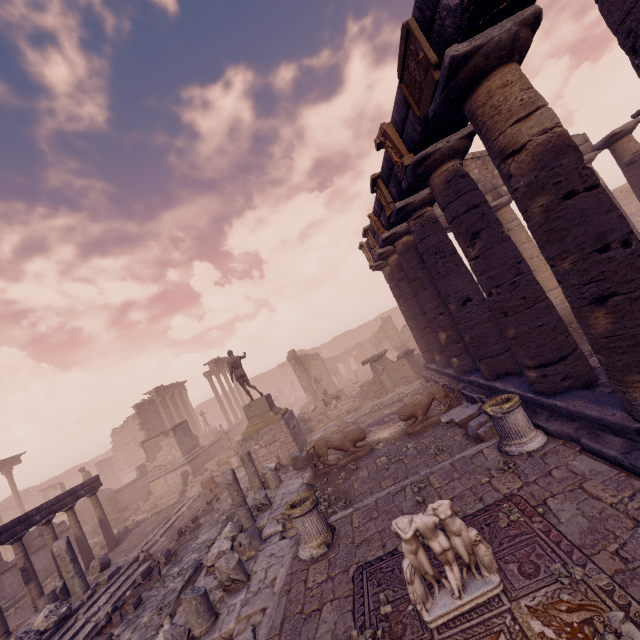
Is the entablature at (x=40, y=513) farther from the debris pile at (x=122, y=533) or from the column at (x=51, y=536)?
the debris pile at (x=122, y=533)

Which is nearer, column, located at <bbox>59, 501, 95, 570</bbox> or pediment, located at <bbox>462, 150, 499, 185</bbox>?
column, located at <bbox>59, 501, 95, 570</bbox>

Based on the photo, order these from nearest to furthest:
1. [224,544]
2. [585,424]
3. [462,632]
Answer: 1. [462,632]
2. [585,424]
3. [224,544]

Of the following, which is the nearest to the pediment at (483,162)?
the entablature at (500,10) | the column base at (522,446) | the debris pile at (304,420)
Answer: the entablature at (500,10)

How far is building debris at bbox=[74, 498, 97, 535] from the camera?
21.6 meters

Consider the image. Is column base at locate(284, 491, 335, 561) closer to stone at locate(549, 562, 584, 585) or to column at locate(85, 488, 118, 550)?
stone at locate(549, 562, 584, 585)

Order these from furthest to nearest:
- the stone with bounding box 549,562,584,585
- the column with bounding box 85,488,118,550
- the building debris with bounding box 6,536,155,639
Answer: the column with bounding box 85,488,118,550
the building debris with bounding box 6,536,155,639
the stone with bounding box 549,562,584,585

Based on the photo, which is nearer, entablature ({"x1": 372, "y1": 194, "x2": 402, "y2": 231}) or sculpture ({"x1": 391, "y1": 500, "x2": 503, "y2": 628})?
sculpture ({"x1": 391, "y1": 500, "x2": 503, "y2": 628})
